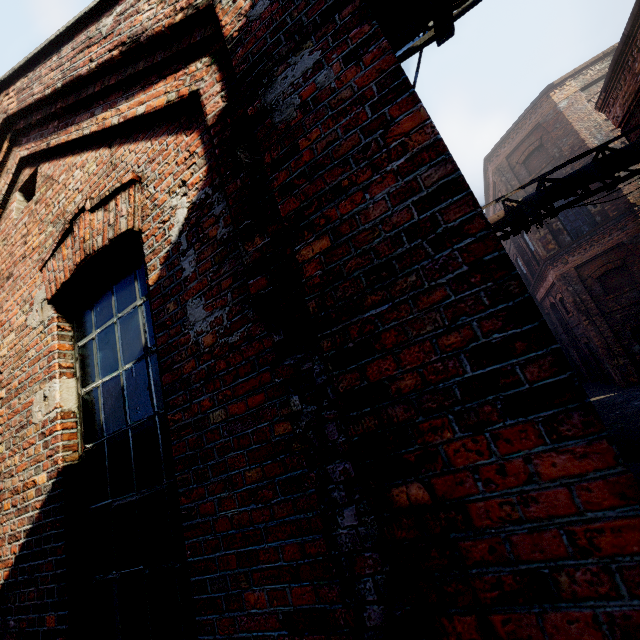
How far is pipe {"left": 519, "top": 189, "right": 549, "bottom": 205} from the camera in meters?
8.8 m

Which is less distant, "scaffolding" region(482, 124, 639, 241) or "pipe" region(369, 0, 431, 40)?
"pipe" region(369, 0, 431, 40)

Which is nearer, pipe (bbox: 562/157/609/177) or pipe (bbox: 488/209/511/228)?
pipe (bbox: 562/157/609/177)

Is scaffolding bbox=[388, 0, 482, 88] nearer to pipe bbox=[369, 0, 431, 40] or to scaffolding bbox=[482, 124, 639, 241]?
pipe bbox=[369, 0, 431, 40]

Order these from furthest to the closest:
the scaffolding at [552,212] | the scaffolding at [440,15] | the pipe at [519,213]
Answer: the pipe at [519,213]
the scaffolding at [552,212]
the scaffolding at [440,15]

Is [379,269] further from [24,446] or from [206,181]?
[24,446]

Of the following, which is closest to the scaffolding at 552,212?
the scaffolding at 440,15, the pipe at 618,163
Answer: the pipe at 618,163
